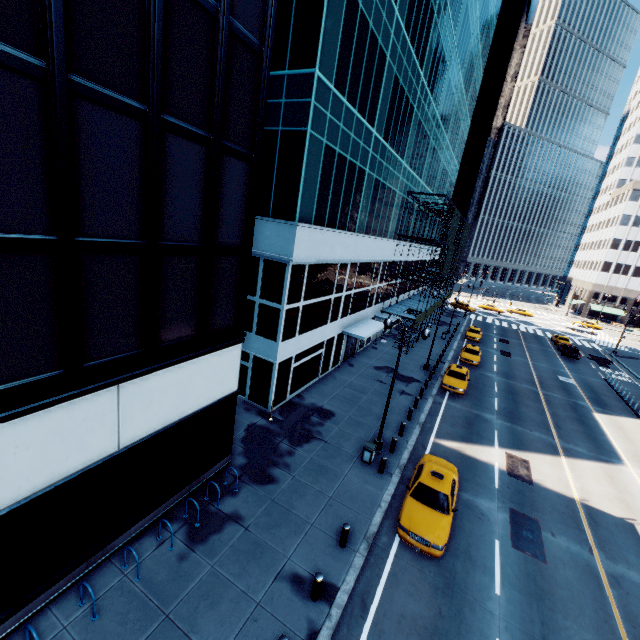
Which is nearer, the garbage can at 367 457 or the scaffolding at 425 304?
the garbage can at 367 457

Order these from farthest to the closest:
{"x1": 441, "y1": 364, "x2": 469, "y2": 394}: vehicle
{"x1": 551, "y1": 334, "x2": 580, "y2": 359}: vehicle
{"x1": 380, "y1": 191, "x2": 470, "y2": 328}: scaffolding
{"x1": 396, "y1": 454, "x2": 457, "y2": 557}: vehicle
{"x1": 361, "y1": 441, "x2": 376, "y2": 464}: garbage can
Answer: {"x1": 551, "y1": 334, "x2": 580, "y2": 359}: vehicle < {"x1": 380, "y1": 191, "x2": 470, "y2": 328}: scaffolding < {"x1": 441, "y1": 364, "x2": 469, "y2": 394}: vehicle < {"x1": 361, "y1": 441, "x2": 376, "y2": 464}: garbage can < {"x1": 396, "y1": 454, "x2": 457, "y2": 557}: vehicle

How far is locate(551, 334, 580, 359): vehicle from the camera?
41.56m

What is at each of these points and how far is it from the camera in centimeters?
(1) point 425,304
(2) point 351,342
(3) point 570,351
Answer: (1) scaffolding, 4131cm
(2) door, 2916cm
(3) vehicle, 4200cm

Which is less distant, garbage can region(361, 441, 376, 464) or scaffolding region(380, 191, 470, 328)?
garbage can region(361, 441, 376, 464)

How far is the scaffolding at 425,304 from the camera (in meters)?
31.66

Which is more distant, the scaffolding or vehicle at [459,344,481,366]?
vehicle at [459,344,481,366]

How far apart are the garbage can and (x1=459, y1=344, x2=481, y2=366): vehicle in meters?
20.6
